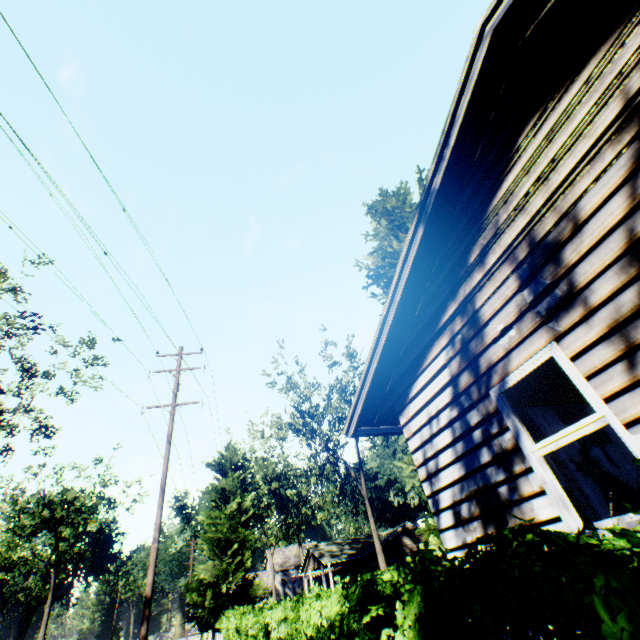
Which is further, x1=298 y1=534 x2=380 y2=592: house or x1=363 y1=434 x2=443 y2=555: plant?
x1=298 y1=534 x2=380 y2=592: house

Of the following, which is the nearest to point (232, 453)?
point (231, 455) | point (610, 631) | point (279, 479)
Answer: point (231, 455)

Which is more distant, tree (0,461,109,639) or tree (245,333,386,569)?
tree (0,461,109,639)

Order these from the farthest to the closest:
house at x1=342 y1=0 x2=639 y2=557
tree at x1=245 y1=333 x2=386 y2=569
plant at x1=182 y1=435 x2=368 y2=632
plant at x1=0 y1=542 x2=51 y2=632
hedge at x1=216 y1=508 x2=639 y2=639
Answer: plant at x1=0 y1=542 x2=51 y2=632 < tree at x1=245 y1=333 x2=386 y2=569 < plant at x1=182 y1=435 x2=368 y2=632 < house at x1=342 y1=0 x2=639 y2=557 < hedge at x1=216 y1=508 x2=639 y2=639

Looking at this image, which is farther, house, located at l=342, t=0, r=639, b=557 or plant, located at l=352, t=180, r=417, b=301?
plant, located at l=352, t=180, r=417, b=301

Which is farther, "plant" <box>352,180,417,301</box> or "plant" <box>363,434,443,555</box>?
"plant" <box>352,180,417,301</box>

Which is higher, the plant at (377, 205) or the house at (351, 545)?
the plant at (377, 205)

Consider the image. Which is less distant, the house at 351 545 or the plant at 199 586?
the plant at 199 586
